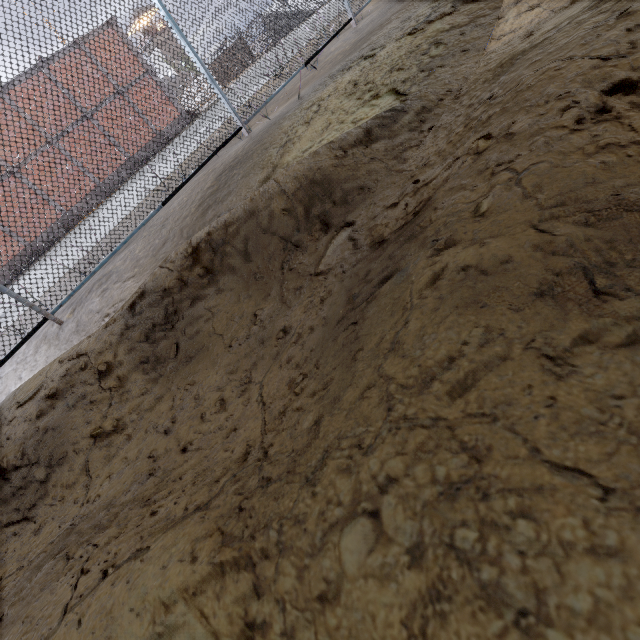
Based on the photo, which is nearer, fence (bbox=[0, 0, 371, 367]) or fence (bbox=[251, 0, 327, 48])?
fence (bbox=[0, 0, 371, 367])

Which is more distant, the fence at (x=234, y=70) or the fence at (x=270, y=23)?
the fence at (x=270, y=23)

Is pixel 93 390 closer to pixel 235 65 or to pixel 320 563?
pixel 320 563
